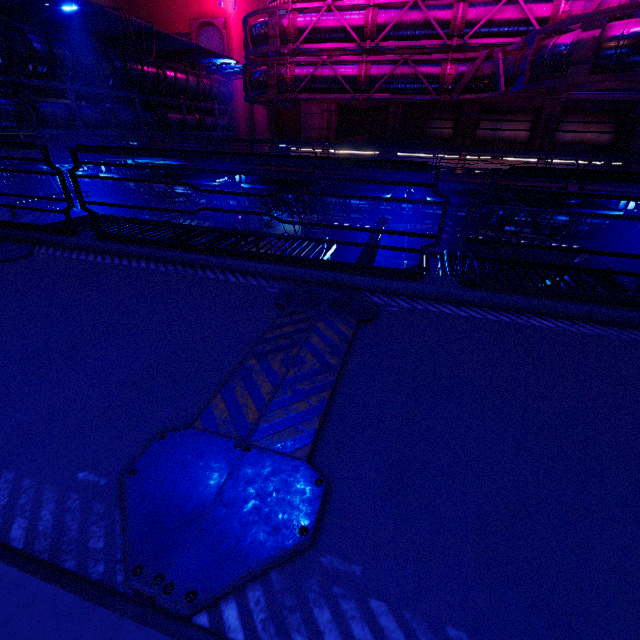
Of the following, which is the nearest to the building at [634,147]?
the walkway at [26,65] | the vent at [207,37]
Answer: the walkway at [26,65]

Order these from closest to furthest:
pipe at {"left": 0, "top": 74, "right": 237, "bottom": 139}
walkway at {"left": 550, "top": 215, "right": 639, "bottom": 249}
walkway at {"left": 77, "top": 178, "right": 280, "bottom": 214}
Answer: walkway at {"left": 550, "top": 215, "right": 639, "bottom": 249}
pipe at {"left": 0, "top": 74, "right": 237, "bottom": 139}
walkway at {"left": 77, "top": 178, "right": 280, "bottom": 214}

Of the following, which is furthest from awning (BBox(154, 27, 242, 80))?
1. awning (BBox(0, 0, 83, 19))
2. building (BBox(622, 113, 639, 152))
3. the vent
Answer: building (BBox(622, 113, 639, 152))

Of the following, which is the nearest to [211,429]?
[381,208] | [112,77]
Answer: [381,208]

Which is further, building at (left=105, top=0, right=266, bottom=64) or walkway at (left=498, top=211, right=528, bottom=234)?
building at (left=105, top=0, right=266, bottom=64)

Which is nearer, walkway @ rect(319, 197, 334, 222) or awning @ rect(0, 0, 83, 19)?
awning @ rect(0, 0, 83, 19)

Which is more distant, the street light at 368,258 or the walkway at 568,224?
the walkway at 568,224

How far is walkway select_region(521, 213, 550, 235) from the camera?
13.70m
